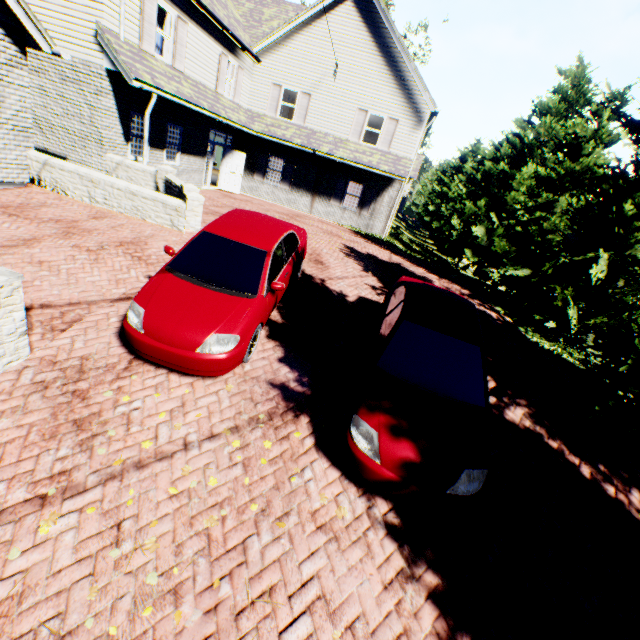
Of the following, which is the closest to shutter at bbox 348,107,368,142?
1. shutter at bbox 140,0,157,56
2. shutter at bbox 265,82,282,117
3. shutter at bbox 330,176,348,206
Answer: shutter at bbox 330,176,348,206

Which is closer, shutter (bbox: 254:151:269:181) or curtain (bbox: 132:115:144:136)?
curtain (bbox: 132:115:144:136)

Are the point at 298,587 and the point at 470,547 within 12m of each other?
yes

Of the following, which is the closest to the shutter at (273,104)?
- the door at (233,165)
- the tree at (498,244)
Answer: the door at (233,165)

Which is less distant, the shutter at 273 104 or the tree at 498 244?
the tree at 498 244

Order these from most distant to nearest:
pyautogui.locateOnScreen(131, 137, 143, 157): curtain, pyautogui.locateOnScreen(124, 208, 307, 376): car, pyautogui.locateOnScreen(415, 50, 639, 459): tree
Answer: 1. pyautogui.locateOnScreen(131, 137, 143, 157): curtain
2. pyautogui.locateOnScreen(415, 50, 639, 459): tree
3. pyautogui.locateOnScreen(124, 208, 307, 376): car

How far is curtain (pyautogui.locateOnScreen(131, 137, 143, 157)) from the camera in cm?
1220

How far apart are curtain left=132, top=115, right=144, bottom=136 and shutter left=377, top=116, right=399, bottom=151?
11.67m
